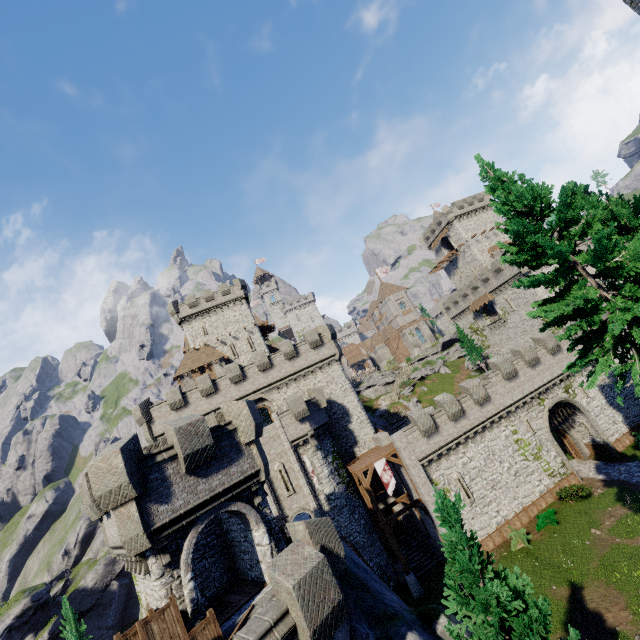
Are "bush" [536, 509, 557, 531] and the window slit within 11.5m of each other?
no

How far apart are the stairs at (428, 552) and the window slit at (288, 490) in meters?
10.6 m

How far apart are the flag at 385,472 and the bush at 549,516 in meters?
11.0 m

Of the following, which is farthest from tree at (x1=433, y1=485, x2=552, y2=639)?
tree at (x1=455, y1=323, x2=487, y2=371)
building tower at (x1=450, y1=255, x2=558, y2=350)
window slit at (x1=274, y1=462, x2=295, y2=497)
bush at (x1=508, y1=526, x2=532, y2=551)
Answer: building tower at (x1=450, y1=255, x2=558, y2=350)

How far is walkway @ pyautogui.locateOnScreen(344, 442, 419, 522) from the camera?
26.2m

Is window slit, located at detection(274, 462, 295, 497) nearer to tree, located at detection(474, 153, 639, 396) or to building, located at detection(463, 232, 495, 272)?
tree, located at detection(474, 153, 639, 396)

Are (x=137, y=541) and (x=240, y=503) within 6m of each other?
yes

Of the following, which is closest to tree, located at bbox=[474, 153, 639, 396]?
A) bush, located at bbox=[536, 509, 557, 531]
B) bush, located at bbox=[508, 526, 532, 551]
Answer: bush, located at bbox=[536, 509, 557, 531]
